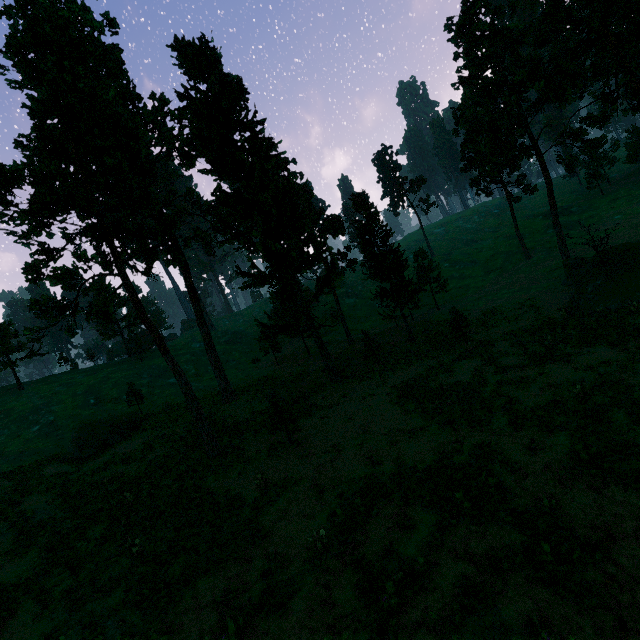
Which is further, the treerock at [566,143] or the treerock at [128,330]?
the treerock at [128,330]

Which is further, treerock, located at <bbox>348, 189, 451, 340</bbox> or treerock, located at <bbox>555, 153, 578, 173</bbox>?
treerock, located at <bbox>348, 189, 451, 340</bbox>

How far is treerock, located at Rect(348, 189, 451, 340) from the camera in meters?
31.8

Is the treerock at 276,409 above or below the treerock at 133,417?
below

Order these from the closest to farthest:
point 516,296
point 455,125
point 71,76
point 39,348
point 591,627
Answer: point 591,627 < point 71,76 < point 516,296 < point 455,125 < point 39,348
